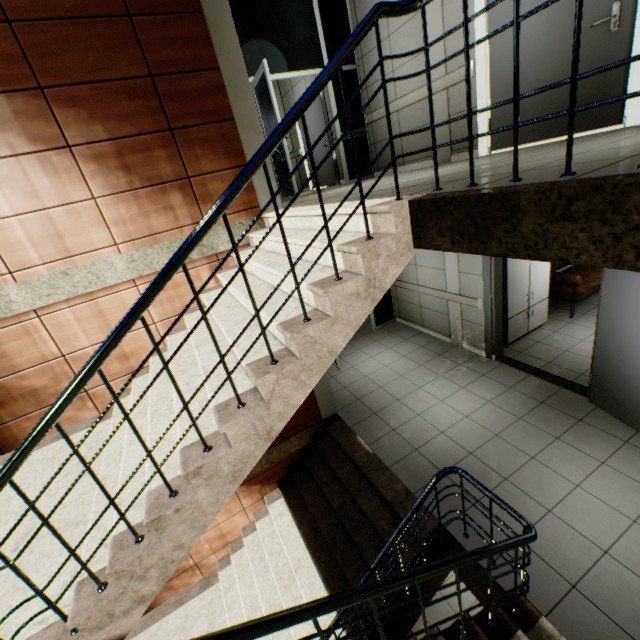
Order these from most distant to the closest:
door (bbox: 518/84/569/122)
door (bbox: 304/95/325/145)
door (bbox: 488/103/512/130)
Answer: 1. door (bbox: 304/95/325/145)
2. door (bbox: 488/103/512/130)
3. door (bbox: 518/84/569/122)

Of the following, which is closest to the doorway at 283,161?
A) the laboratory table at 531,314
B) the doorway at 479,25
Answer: the doorway at 479,25

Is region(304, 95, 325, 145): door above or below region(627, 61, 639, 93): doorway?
above

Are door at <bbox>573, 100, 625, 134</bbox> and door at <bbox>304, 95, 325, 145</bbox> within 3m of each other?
no

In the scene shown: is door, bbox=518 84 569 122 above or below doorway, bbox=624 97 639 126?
above

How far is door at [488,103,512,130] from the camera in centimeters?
416cm

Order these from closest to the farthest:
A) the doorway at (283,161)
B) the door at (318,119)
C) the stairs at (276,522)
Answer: the stairs at (276,522), the doorway at (283,161), the door at (318,119)

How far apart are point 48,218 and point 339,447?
4.76m
